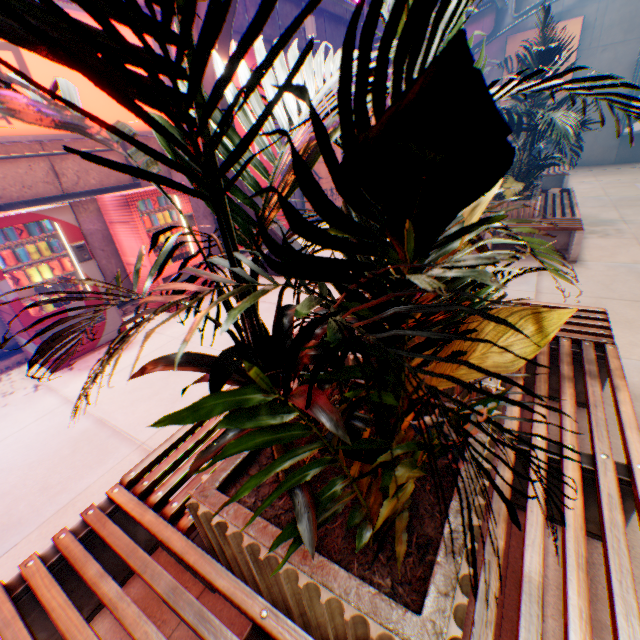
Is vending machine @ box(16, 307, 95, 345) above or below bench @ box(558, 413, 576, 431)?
below

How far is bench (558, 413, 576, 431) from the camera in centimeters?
188cm

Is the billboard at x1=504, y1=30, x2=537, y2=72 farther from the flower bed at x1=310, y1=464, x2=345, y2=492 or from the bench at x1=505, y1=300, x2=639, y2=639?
the flower bed at x1=310, y1=464, x2=345, y2=492

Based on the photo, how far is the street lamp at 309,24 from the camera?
8.71m

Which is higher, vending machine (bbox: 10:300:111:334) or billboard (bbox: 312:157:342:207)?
billboard (bbox: 312:157:342:207)

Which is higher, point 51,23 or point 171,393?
point 51,23

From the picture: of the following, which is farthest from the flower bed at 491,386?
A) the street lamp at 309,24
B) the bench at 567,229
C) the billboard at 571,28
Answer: the billboard at 571,28

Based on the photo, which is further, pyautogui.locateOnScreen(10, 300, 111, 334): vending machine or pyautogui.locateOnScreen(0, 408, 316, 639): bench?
pyautogui.locateOnScreen(10, 300, 111, 334): vending machine
